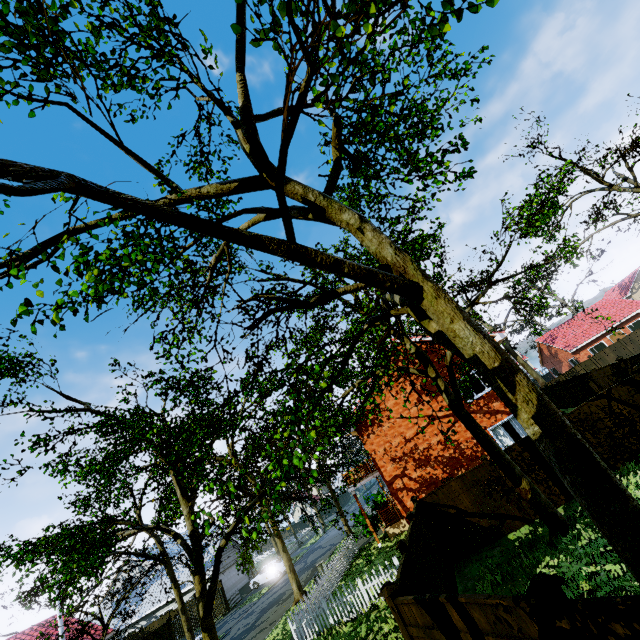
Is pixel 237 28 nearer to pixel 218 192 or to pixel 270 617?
pixel 218 192

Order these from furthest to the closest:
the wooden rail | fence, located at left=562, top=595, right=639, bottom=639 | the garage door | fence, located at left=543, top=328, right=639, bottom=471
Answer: the garage door → the wooden rail → fence, located at left=543, top=328, right=639, bottom=471 → fence, located at left=562, top=595, right=639, bottom=639

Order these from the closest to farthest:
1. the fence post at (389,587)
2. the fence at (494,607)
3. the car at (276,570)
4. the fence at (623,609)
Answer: the fence at (623,609) → the fence at (494,607) → the fence post at (389,587) → the car at (276,570)

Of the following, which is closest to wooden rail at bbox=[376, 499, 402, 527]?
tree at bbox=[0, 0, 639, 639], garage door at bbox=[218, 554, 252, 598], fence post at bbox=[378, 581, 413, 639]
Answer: tree at bbox=[0, 0, 639, 639]

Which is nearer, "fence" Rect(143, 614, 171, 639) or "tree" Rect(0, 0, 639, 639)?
"tree" Rect(0, 0, 639, 639)

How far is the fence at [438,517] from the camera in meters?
11.9

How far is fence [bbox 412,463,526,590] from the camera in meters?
11.9

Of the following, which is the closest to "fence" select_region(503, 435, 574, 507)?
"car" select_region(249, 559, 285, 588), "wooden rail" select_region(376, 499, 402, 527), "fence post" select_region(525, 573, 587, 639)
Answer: "fence post" select_region(525, 573, 587, 639)
